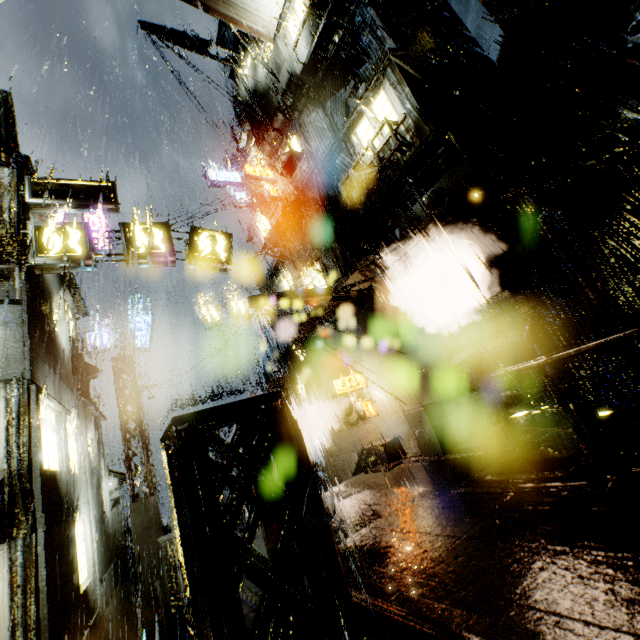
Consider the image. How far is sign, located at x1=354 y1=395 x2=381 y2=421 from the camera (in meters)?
14.34

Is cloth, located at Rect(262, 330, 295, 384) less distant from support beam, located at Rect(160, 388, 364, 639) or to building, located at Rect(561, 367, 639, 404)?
building, located at Rect(561, 367, 639, 404)

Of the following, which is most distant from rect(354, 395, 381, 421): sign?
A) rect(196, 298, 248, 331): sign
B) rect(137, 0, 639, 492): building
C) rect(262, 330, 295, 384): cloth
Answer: rect(196, 298, 248, 331): sign

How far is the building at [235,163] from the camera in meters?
25.2 m

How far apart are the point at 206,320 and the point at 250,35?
17.1m

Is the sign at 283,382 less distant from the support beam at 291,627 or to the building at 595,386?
the building at 595,386

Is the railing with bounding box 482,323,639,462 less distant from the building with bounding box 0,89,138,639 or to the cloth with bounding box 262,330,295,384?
the building with bounding box 0,89,138,639

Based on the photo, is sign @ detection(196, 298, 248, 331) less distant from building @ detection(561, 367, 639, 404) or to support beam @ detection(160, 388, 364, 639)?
building @ detection(561, 367, 639, 404)
